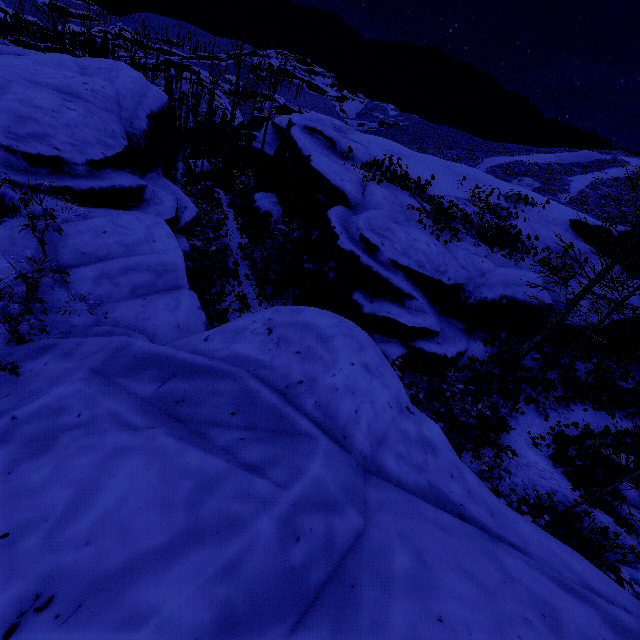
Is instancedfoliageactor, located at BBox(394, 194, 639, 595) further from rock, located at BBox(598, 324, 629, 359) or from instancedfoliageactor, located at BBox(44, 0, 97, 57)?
instancedfoliageactor, located at BBox(44, 0, 97, 57)

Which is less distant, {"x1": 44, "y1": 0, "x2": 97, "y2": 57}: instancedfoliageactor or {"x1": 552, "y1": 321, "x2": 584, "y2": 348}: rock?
{"x1": 552, "y1": 321, "x2": 584, "y2": 348}: rock

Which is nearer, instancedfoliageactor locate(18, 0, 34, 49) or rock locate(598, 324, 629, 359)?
rock locate(598, 324, 629, 359)

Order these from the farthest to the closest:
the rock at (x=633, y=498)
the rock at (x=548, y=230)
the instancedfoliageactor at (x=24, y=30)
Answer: the rock at (x=548, y=230), the instancedfoliageactor at (x=24, y=30), the rock at (x=633, y=498)

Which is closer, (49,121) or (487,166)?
(49,121)

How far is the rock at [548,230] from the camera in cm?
1986

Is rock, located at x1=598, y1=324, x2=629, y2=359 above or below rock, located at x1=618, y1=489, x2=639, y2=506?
above
